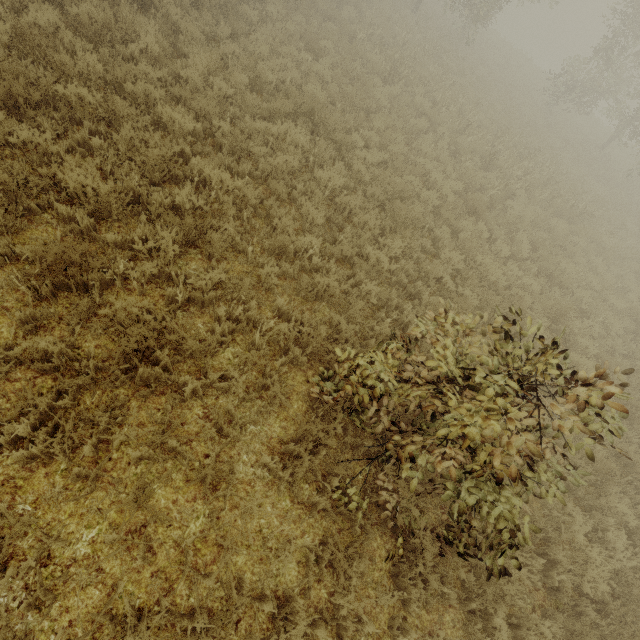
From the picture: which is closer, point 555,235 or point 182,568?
point 182,568
